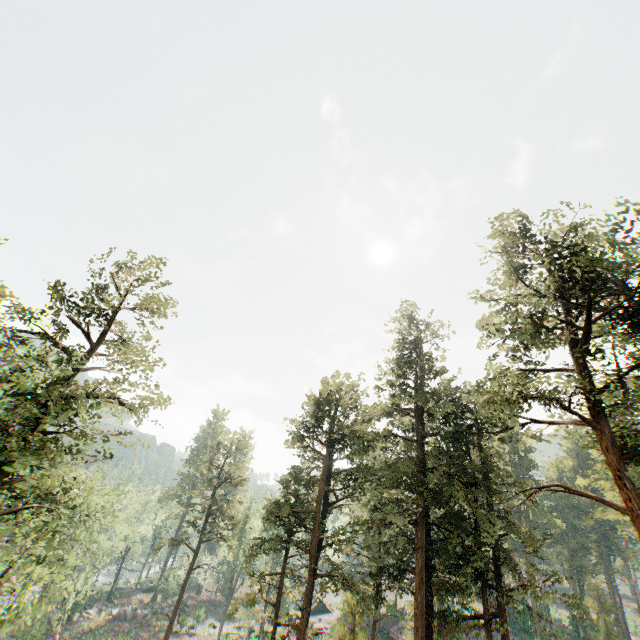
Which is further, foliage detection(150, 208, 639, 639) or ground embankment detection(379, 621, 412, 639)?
ground embankment detection(379, 621, 412, 639)

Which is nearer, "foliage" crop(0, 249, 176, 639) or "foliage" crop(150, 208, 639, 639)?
"foliage" crop(150, 208, 639, 639)

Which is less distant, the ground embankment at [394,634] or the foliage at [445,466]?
the foliage at [445,466]

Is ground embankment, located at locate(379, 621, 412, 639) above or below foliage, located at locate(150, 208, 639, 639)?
below

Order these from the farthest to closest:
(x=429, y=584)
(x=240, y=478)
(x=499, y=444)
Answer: (x=499, y=444)
(x=240, y=478)
(x=429, y=584)

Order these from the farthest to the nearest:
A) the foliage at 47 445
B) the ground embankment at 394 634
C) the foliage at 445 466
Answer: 1. the ground embankment at 394 634
2. the foliage at 47 445
3. the foliage at 445 466

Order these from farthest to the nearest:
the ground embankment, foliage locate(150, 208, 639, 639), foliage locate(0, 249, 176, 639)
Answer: the ground embankment < foliage locate(0, 249, 176, 639) < foliage locate(150, 208, 639, 639)
